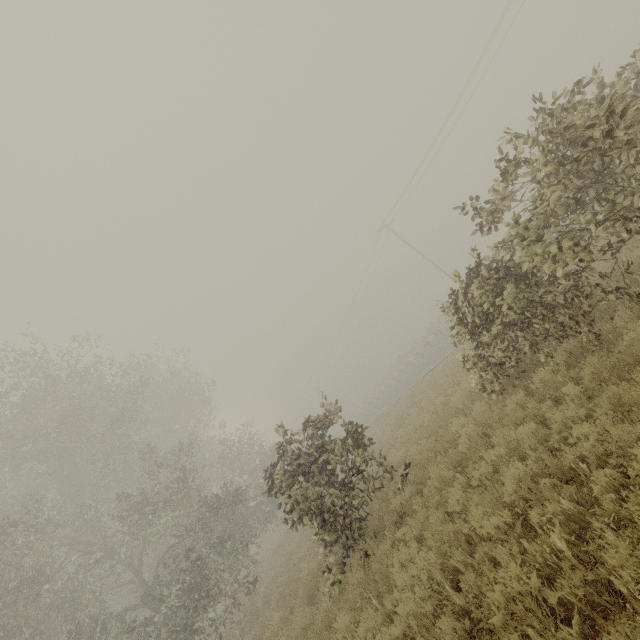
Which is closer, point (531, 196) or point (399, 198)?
point (531, 196)
